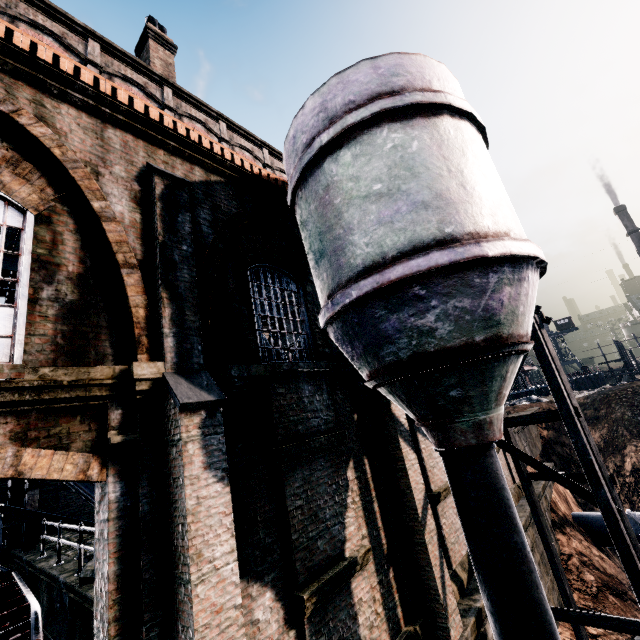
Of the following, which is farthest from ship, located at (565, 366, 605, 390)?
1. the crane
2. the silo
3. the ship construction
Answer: the ship construction

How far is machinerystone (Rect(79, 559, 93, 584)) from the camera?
8.0m

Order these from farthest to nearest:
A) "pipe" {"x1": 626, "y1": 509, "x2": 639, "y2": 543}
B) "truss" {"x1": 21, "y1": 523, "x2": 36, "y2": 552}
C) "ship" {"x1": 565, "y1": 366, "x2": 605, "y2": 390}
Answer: "ship" {"x1": 565, "y1": 366, "x2": 605, "y2": 390}
"pipe" {"x1": 626, "y1": 509, "x2": 639, "y2": 543}
"truss" {"x1": 21, "y1": 523, "x2": 36, "y2": 552}

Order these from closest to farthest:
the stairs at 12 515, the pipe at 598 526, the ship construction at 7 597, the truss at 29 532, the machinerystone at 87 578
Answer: the ship construction at 7 597 → the machinerystone at 87 578 → the stairs at 12 515 → the truss at 29 532 → the pipe at 598 526

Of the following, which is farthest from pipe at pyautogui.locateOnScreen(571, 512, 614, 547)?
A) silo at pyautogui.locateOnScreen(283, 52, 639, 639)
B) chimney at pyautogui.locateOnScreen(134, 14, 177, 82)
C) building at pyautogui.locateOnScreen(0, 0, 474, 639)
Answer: chimney at pyautogui.locateOnScreen(134, 14, 177, 82)

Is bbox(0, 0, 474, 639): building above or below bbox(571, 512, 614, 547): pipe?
above

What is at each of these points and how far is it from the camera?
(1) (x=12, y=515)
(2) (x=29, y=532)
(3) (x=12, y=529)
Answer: (1) stairs, 11.9m
(2) truss, 13.9m
(3) column, 14.9m

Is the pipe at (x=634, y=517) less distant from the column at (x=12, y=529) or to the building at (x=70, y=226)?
the building at (x=70, y=226)
